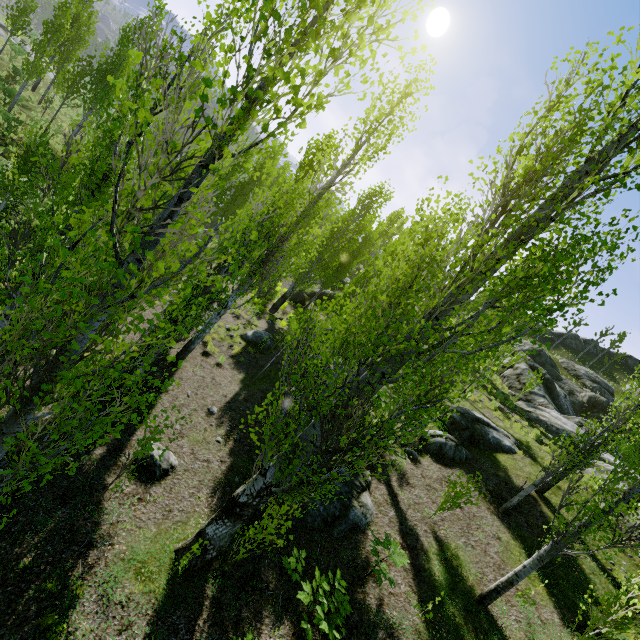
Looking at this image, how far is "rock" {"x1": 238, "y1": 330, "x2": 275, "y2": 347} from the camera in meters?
17.1 m

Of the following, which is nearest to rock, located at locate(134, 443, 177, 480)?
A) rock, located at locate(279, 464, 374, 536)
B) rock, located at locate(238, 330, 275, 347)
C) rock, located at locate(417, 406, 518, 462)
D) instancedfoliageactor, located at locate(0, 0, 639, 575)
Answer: instancedfoliageactor, located at locate(0, 0, 639, 575)

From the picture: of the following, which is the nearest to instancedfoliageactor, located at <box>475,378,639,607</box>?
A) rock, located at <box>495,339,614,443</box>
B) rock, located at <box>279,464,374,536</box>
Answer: rock, located at <box>495,339,614,443</box>

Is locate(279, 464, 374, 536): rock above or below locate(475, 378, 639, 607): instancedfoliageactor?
below

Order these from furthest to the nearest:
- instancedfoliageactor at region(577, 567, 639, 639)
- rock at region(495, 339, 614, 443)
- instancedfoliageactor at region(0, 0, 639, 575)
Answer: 1. rock at region(495, 339, 614, 443)
2. instancedfoliageactor at region(577, 567, 639, 639)
3. instancedfoliageactor at region(0, 0, 639, 575)

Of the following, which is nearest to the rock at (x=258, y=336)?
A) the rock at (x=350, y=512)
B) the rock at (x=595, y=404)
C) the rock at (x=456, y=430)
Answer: the rock at (x=350, y=512)

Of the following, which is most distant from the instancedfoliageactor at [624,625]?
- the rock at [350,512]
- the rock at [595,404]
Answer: the rock at [350,512]

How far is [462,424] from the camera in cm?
1421
